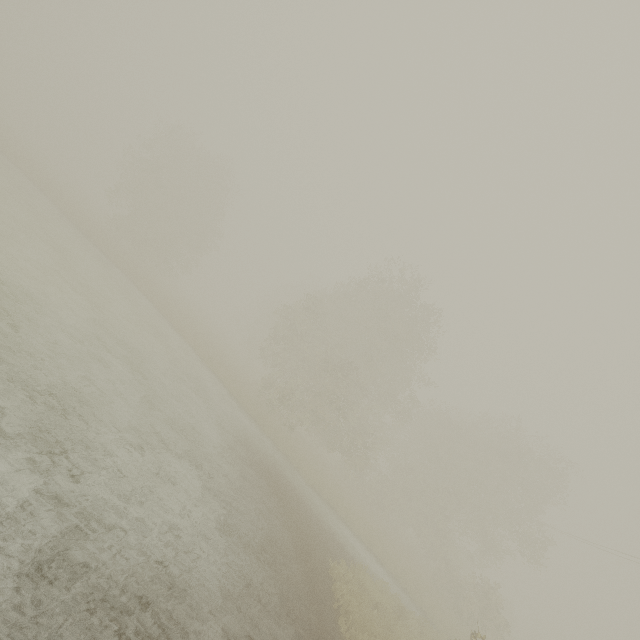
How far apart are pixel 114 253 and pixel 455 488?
47.6m
